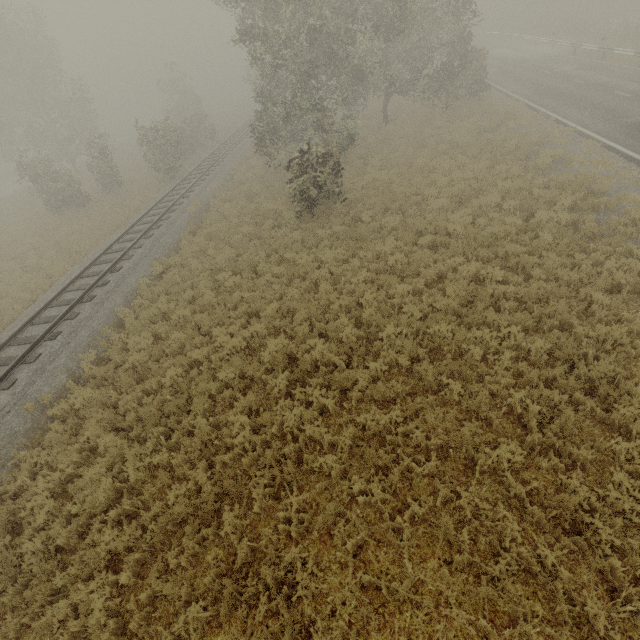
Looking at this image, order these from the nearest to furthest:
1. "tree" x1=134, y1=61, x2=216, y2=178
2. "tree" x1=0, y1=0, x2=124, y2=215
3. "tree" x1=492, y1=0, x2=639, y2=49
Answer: "tree" x1=134, y1=61, x2=216, y2=178, "tree" x1=0, y1=0, x2=124, y2=215, "tree" x1=492, y1=0, x2=639, y2=49

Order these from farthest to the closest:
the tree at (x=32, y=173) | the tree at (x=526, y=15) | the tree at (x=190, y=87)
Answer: the tree at (x=526, y=15), the tree at (x=32, y=173), the tree at (x=190, y=87)

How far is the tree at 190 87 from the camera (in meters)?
23.88

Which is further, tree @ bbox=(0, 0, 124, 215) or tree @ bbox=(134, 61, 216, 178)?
tree @ bbox=(0, 0, 124, 215)

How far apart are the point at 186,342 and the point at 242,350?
2.2 meters

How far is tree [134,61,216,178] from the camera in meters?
23.9 m

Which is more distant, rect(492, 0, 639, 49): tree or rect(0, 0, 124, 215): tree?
rect(492, 0, 639, 49): tree
